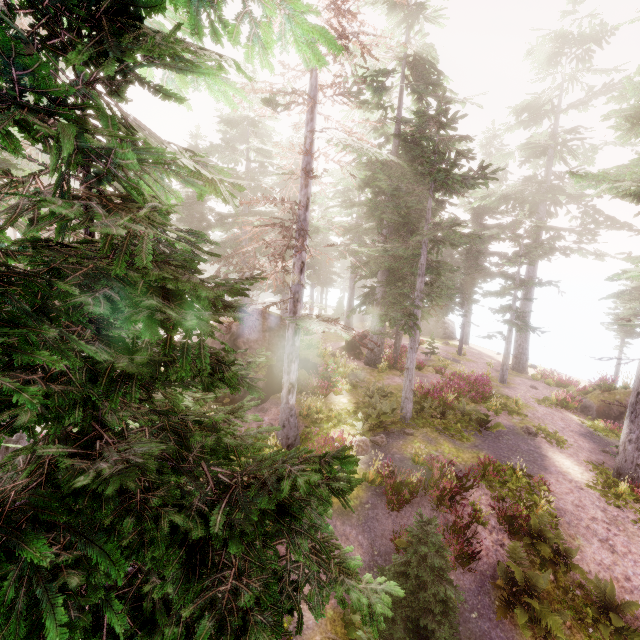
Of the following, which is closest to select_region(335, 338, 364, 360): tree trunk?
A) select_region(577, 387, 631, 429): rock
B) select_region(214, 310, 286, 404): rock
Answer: select_region(214, 310, 286, 404): rock

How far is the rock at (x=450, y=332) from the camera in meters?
39.0

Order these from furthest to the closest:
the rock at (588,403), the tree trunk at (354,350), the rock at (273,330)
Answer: the tree trunk at (354,350), the rock at (588,403), the rock at (273,330)

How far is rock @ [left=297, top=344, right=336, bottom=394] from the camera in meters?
16.6 m

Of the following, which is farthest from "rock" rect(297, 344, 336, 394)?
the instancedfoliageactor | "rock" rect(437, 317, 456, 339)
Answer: "rock" rect(437, 317, 456, 339)

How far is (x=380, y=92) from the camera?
17.86m

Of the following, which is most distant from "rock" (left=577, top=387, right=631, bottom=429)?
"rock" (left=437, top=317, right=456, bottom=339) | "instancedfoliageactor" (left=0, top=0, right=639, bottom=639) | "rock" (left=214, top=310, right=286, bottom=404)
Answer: "rock" (left=437, top=317, right=456, bottom=339)

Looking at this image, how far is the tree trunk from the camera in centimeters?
2302cm
